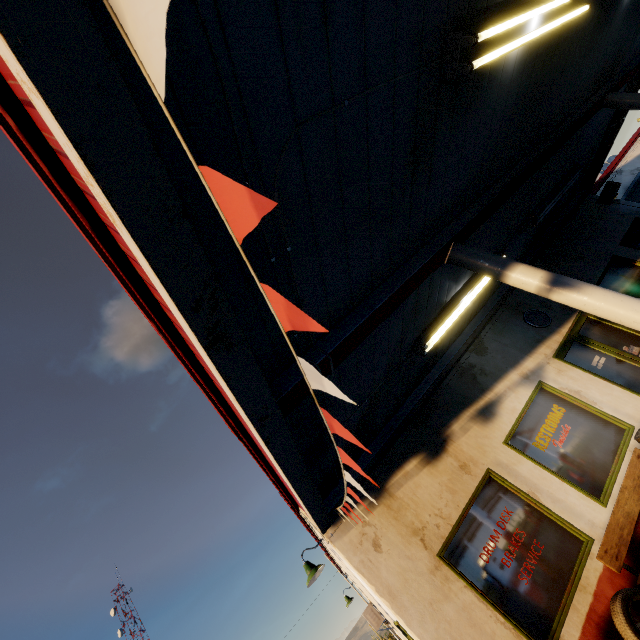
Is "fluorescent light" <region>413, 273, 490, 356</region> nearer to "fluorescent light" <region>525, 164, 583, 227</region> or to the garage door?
"fluorescent light" <region>525, 164, 583, 227</region>

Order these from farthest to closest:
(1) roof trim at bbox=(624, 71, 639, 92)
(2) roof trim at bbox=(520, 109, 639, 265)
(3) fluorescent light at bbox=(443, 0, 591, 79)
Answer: (2) roof trim at bbox=(520, 109, 639, 265), (1) roof trim at bbox=(624, 71, 639, 92), (3) fluorescent light at bbox=(443, 0, 591, 79)

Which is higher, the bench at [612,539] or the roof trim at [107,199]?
the roof trim at [107,199]

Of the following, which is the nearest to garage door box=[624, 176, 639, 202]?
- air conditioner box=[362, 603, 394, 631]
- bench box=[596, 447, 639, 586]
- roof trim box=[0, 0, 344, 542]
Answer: roof trim box=[0, 0, 344, 542]

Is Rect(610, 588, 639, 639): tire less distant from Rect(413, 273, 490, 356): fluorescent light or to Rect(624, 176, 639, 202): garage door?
Rect(413, 273, 490, 356): fluorescent light

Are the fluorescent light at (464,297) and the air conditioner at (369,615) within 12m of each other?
yes

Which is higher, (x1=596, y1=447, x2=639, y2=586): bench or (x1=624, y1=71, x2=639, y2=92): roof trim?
(x1=624, y1=71, x2=639, y2=92): roof trim

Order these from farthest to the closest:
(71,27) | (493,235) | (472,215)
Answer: (493,235)
(472,215)
(71,27)
